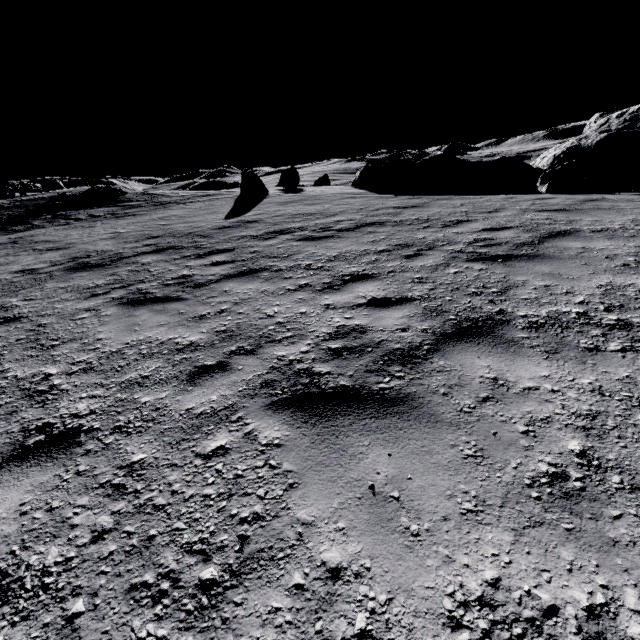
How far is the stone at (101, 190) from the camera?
22.3 meters

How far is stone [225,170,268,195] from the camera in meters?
17.3

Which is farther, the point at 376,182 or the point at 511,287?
the point at 376,182

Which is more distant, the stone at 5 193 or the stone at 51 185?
the stone at 51 185

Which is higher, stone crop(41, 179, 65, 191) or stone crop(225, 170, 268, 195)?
stone crop(41, 179, 65, 191)

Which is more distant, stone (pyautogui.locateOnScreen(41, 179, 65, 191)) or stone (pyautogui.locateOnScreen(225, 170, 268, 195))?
stone (pyautogui.locateOnScreen(41, 179, 65, 191))

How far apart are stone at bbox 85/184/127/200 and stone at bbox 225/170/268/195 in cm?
1122

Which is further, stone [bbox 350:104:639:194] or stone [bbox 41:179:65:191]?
stone [bbox 41:179:65:191]
